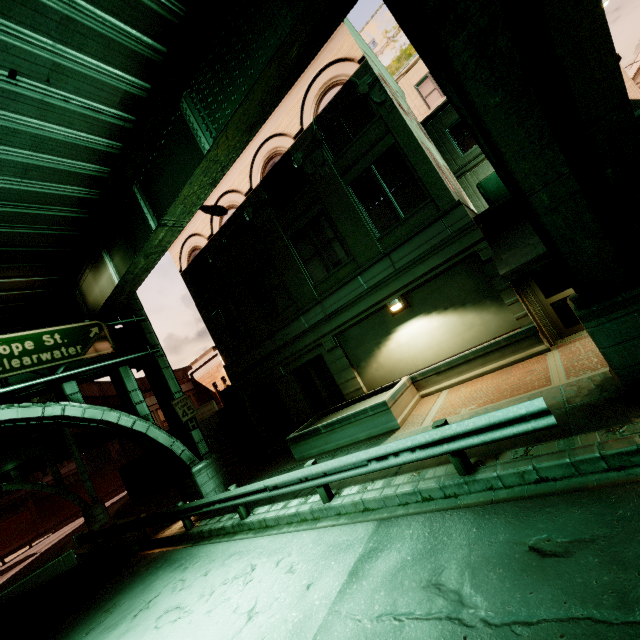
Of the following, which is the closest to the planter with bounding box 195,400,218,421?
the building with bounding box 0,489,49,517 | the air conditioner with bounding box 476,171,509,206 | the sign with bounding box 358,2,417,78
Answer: the sign with bounding box 358,2,417,78

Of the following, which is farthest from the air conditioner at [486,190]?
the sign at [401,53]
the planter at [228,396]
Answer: the planter at [228,396]

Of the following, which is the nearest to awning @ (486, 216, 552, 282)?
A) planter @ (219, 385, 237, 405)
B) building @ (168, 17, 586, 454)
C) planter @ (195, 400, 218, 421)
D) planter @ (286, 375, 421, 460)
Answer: building @ (168, 17, 586, 454)

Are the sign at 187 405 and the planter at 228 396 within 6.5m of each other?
yes

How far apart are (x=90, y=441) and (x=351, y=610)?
64.65m

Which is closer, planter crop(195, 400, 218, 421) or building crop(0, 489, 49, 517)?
planter crop(195, 400, 218, 421)

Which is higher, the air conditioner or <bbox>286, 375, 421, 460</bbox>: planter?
the air conditioner

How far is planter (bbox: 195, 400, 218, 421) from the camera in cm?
2356
